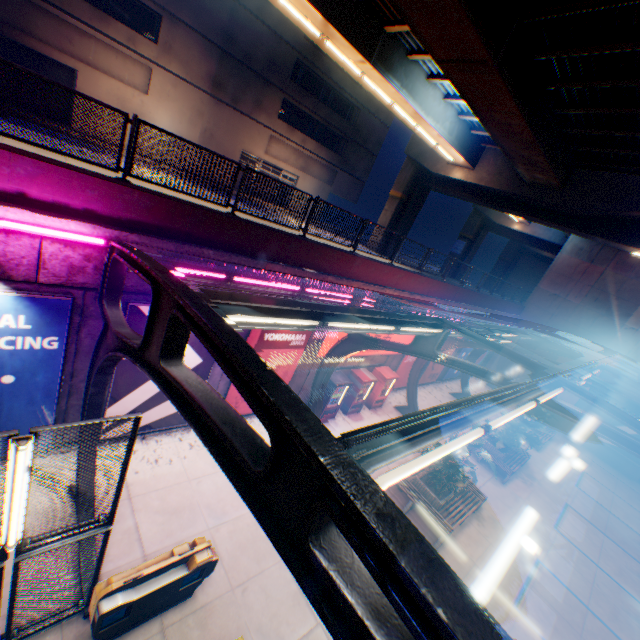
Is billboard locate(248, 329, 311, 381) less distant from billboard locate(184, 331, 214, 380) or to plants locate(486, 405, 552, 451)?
billboard locate(184, 331, 214, 380)

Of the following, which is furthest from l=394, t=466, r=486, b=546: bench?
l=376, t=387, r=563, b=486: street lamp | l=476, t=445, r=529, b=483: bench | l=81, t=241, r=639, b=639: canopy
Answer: l=376, t=387, r=563, b=486: street lamp

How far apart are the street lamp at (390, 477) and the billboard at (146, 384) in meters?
7.2

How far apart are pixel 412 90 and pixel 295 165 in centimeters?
1799cm

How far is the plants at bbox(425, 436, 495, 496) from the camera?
11.2m

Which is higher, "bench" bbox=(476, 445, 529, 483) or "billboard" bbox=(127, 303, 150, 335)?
"billboard" bbox=(127, 303, 150, 335)

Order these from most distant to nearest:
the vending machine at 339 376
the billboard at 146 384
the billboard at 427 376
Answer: the billboard at 427 376, the vending machine at 339 376, the billboard at 146 384

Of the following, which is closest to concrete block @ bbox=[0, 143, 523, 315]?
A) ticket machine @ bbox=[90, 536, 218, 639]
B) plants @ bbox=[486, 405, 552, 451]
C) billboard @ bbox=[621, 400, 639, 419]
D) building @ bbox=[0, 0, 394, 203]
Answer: plants @ bbox=[486, 405, 552, 451]
